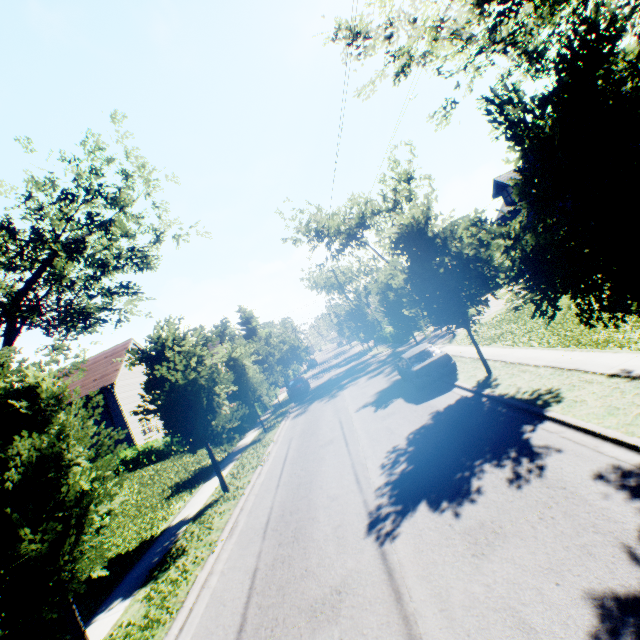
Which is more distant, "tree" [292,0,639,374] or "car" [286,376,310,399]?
"car" [286,376,310,399]

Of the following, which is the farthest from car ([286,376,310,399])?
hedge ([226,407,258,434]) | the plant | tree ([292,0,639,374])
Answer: the plant

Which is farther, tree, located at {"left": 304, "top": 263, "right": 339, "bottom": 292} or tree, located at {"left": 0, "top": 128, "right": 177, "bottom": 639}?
tree, located at {"left": 304, "top": 263, "right": 339, "bottom": 292}

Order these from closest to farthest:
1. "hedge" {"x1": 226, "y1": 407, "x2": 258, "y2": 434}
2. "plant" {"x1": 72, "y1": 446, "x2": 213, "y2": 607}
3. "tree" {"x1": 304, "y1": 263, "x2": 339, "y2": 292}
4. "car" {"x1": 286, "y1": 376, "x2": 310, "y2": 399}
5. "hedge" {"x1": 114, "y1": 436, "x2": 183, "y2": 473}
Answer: "plant" {"x1": 72, "y1": 446, "x2": 213, "y2": 607} < "hedge" {"x1": 226, "y1": 407, "x2": 258, "y2": 434} < "hedge" {"x1": 114, "y1": 436, "x2": 183, "y2": 473} < "car" {"x1": 286, "y1": 376, "x2": 310, "y2": 399} < "tree" {"x1": 304, "y1": 263, "x2": 339, "y2": 292}

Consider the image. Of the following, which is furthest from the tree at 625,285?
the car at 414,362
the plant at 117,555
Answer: the car at 414,362

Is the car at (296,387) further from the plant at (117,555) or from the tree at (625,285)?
the plant at (117,555)

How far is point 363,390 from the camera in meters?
20.0

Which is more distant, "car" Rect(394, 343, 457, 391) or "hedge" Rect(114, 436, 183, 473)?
"hedge" Rect(114, 436, 183, 473)
